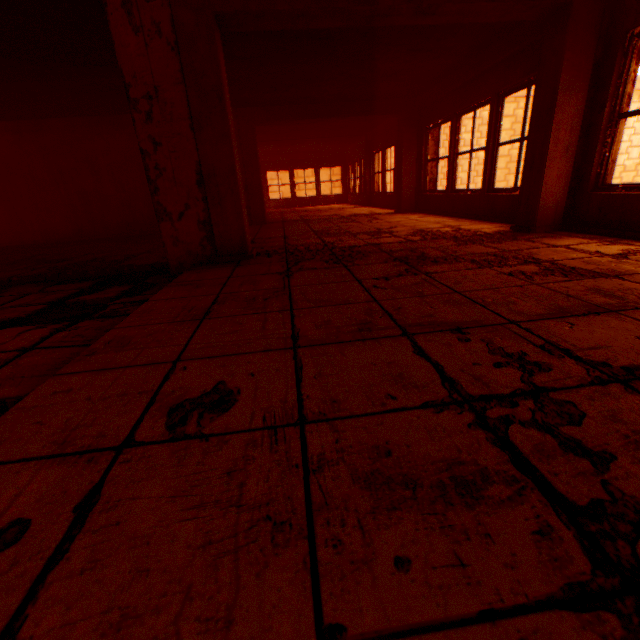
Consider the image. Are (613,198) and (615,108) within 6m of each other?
yes

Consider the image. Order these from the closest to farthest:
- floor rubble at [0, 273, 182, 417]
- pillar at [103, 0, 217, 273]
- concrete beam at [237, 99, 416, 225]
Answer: floor rubble at [0, 273, 182, 417]
pillar at [103, 0, 217, 273]
concrete beam at [237, 99, 416, 225]

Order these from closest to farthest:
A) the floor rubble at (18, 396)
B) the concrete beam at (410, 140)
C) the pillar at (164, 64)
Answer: the floor rubble at (18, 396) < the pillar at (164, 64) < the concrete beam at (410, 140)

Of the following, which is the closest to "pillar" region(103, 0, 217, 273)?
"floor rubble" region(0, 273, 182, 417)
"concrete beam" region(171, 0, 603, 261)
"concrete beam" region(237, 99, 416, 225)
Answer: "concrete beam" region(171, 0, 603, 261)

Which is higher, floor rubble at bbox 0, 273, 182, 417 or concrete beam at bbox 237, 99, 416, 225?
concrete beam at bbox 237, 99, 416, 225

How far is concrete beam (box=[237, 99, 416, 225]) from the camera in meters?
7.7

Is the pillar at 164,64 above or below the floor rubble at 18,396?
above

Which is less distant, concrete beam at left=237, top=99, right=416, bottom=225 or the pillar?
the pillar
